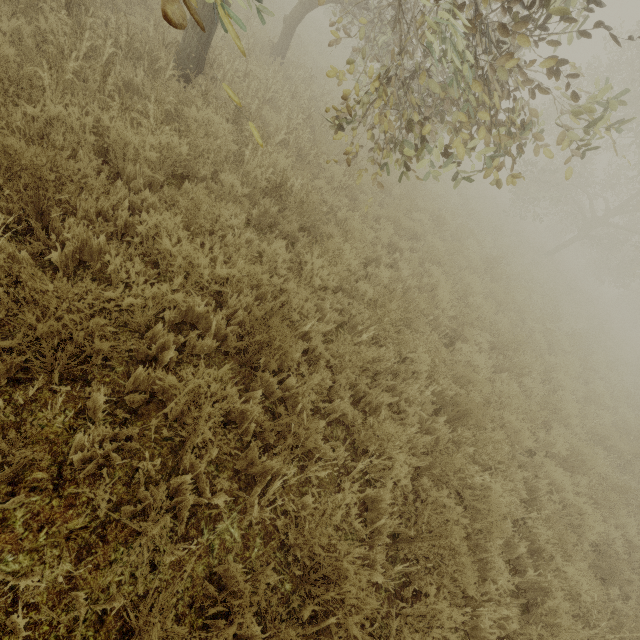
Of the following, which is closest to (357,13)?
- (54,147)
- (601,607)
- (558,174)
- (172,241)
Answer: (558,174)
